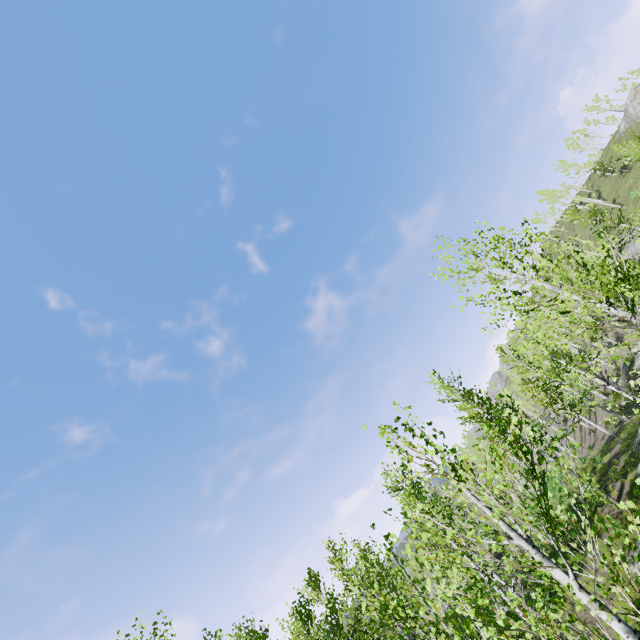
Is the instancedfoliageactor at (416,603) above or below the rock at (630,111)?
below

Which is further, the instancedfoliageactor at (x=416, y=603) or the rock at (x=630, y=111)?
the rock at (x=630, y=111)

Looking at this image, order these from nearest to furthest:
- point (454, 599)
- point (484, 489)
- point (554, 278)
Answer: point (554, 278) < point (484, 489) < point (454, 599)

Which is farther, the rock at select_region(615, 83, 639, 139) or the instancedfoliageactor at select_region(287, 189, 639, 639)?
the rock at select_region(615, 83, 639, 139)

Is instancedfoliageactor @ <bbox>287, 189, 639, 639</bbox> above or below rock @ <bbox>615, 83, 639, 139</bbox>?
below
